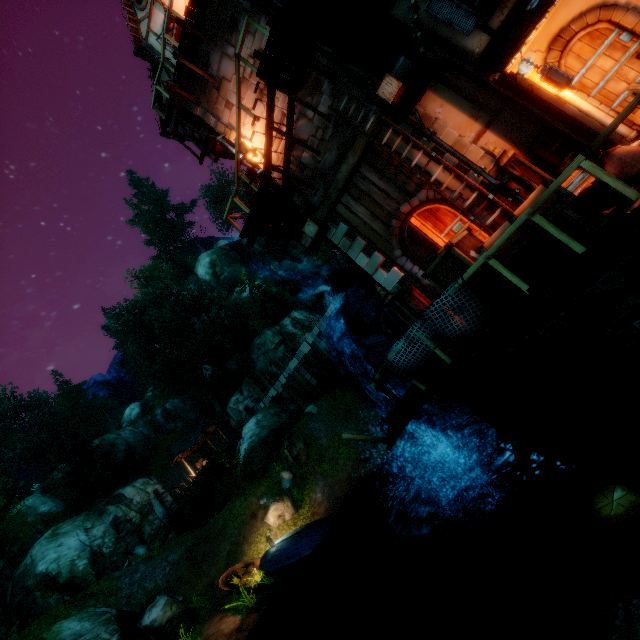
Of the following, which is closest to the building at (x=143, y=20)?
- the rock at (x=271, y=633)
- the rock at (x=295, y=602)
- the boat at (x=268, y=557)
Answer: the boat at (x=268, y=557)

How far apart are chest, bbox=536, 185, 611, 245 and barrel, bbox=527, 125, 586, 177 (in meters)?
1.44

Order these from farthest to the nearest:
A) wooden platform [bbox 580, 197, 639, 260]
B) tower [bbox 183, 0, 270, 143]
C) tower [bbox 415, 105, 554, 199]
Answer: tower [bbox 183, 0, 270, 143] < tower [bbox 415, 105, 554, 199] < wooden platform [bbox 580, 197, 639, 260]

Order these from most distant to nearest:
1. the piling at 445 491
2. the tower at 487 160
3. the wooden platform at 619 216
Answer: the piling at 445 491, the tower at 487 160, the wooden platform at 619 216

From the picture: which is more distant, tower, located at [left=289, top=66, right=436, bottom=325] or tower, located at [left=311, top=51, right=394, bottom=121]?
tower, located at [left=289, top=66, right=436, bottom=325]

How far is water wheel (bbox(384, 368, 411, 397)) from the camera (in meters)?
9.57

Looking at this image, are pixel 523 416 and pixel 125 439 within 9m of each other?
no

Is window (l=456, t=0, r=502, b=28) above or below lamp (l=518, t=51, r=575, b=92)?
above
